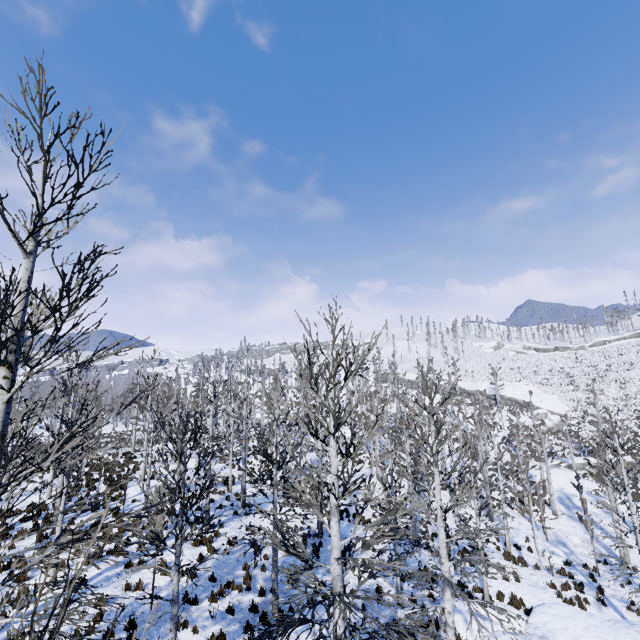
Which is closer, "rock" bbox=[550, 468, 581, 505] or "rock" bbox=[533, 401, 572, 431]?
"rock" bbox=[550, 468, 581, 505]

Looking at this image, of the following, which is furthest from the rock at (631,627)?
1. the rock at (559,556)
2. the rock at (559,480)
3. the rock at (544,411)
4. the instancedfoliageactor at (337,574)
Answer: the rock at (544,411)

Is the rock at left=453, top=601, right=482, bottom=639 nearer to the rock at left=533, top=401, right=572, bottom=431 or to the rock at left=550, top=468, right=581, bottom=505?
the rock at left=550, top=468, right=581, bottom=505

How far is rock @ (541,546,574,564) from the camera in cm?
2033

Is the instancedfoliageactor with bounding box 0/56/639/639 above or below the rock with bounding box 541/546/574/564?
above

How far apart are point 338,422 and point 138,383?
4.2 meters

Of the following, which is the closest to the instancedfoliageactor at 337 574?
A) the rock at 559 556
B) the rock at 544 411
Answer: the rock at 559 556

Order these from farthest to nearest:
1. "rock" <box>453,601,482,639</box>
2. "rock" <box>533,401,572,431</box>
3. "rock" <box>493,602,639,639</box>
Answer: "rock" <box>533,401,572,431</box> < "rock" <box>453,601,482,639</box> < "rock" <box>493,602,639,639</box>
